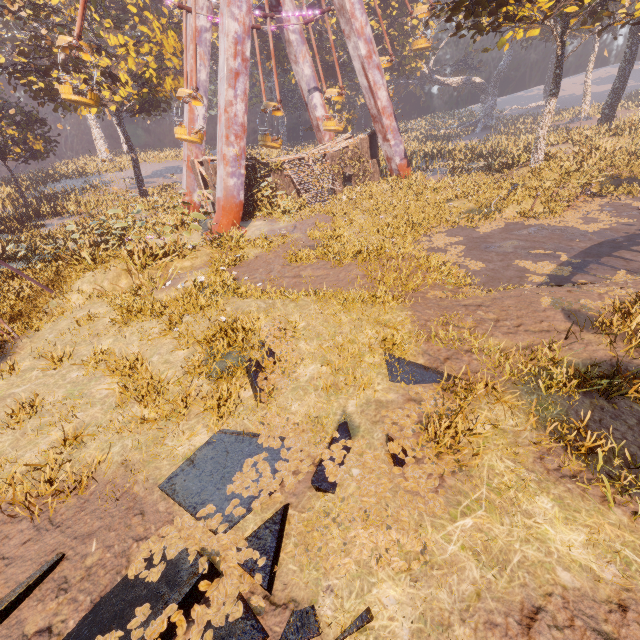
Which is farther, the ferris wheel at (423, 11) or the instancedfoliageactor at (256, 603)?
the ferris wheel at (423, 11)

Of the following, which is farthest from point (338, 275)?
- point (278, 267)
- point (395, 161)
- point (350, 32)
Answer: point (350, 32)

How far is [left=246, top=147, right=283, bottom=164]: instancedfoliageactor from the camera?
21.0 meters

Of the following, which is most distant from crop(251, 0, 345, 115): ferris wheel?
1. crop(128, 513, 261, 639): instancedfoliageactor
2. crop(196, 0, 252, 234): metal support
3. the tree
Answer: crop(128, 513, 261, 639): instancedfoliageactor

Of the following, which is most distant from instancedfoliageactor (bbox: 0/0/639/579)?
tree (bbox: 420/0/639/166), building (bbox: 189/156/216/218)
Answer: tree (bbox: 420/0/639/166)

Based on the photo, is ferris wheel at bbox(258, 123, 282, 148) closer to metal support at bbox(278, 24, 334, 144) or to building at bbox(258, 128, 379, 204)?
metal support at bbox(278, 24, 334, 144)

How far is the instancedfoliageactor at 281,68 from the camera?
41.11m

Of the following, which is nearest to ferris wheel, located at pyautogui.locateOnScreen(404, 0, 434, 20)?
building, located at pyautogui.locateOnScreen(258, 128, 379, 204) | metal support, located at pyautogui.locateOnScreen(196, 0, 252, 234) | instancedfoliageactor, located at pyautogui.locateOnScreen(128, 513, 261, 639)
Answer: metal support, located at pyautogui.locateOnScreen(196, 0, 252, 234)
